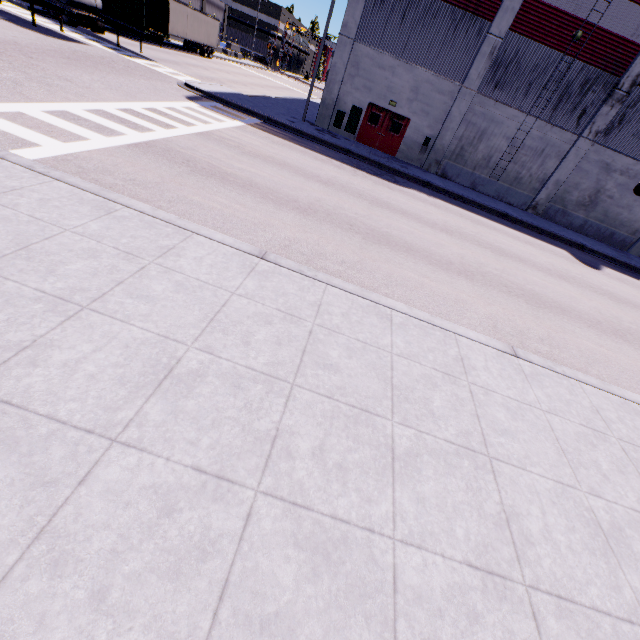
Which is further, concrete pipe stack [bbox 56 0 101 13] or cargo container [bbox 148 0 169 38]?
cargo container [bbox 148 0 169 38]

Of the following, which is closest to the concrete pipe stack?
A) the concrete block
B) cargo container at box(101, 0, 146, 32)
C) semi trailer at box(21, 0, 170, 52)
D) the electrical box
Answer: semi trailer at box(21, 0, 170, 52)

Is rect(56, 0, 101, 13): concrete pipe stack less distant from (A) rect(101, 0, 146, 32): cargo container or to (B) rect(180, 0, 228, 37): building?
(A) rect(101, 0, 146, 32): cargo container

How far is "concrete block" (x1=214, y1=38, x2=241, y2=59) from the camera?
51.8 meters

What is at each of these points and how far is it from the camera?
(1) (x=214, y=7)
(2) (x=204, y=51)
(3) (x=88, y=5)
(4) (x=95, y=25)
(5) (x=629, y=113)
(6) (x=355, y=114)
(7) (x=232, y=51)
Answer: (1) building, 51.38m
(2) semi trailer, 38.03m
(3) concrete pipe stack, 17.69m
(4) semi trailer, 24.03m
(5) building, 18.97m
(6) electrical box, 21.19m
(7) concrete block, 54.41m

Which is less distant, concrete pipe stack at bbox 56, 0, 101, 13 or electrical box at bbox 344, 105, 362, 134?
concrete pipe stack at bbox 56, 0, 101, 13

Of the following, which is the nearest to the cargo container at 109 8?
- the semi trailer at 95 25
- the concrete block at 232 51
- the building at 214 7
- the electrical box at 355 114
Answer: the semi trailer at 95 25

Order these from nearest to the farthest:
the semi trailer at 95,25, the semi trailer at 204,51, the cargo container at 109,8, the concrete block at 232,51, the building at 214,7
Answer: the semi trailer at 95,25 → the cargo container at 109,8 → the semi trailer at 204,51 → the building at 214,7 → the concrete block at 232,51
